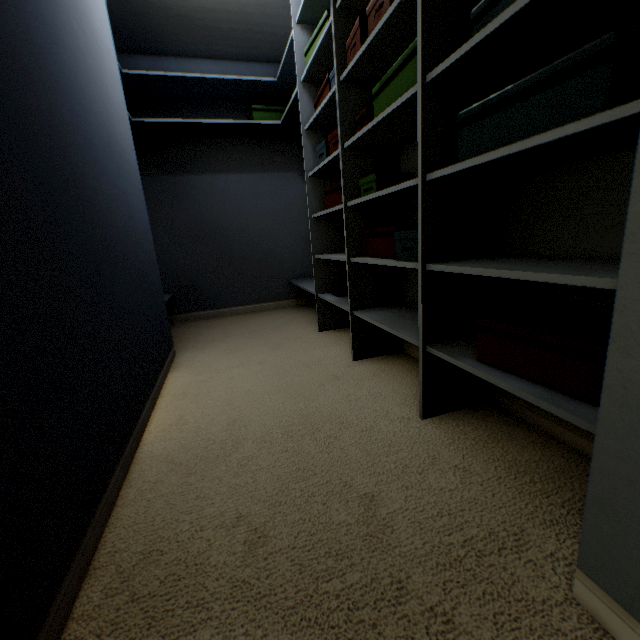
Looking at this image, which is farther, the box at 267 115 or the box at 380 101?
the box at 267 115

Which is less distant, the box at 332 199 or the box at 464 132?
the box at 464 132

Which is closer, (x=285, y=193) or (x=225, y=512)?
(x=225, y=512)

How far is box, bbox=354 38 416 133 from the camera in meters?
1.1 m

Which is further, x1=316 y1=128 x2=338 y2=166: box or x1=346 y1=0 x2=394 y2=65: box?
x1=316 y1=128 x2=338 y2=166: box

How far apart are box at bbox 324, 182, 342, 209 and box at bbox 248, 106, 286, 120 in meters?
1.3

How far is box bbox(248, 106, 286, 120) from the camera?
2.9 meters

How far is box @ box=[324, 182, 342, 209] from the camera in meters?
2.0
